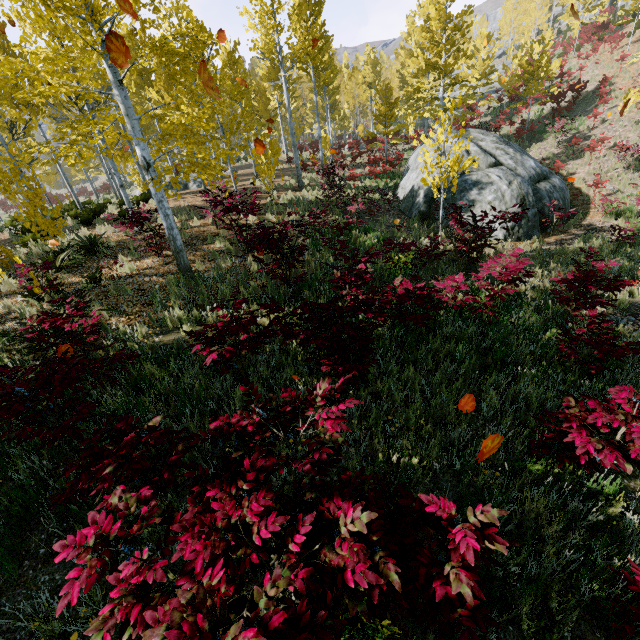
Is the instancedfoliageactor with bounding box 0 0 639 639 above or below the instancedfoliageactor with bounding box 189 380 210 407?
above

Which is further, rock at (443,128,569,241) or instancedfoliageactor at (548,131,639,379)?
rock at (443,128,569,241)

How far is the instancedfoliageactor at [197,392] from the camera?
4.05m

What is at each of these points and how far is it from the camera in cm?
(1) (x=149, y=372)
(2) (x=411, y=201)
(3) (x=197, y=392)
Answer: (1) instancedfoliageactor, 479
(2) rock, 1455
(3) instancedfoliageactor, 445

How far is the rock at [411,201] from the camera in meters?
13.4

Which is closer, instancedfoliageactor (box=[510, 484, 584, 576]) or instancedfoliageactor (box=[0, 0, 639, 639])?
instancedfoliageactor (box=[0, 0, 639, 639])
